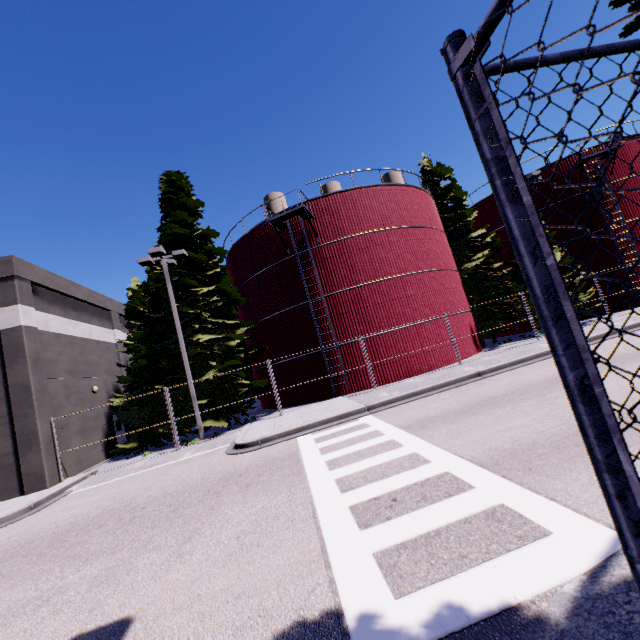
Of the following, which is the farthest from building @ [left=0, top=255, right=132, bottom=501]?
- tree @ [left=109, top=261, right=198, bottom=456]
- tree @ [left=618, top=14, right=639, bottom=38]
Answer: → tree @ [left=618, top=14, right=639, bottom=38]

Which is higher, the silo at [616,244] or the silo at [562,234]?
the silo at [562,234]

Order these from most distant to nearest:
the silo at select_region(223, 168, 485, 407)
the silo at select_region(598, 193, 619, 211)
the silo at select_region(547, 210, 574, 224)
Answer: the silo at select_region(547, 210, 574, 224), the silo at select_region(598, 193, 619, 211), the silo at select_region(223, 168, 485, 407)

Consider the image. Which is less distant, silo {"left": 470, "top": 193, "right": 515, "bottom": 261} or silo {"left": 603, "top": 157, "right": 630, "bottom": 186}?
silo {"left": 603, "top": 157, "right": 630, "bottom": 186}

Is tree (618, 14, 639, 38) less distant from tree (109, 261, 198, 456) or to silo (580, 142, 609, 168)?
tree (109, 261, 198, 456)

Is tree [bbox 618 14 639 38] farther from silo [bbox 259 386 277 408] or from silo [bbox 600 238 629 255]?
silo [bbox 600 238 629 255]

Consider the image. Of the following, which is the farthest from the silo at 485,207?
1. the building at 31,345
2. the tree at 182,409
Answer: the building at 31,345

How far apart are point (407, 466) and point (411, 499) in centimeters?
136cm
